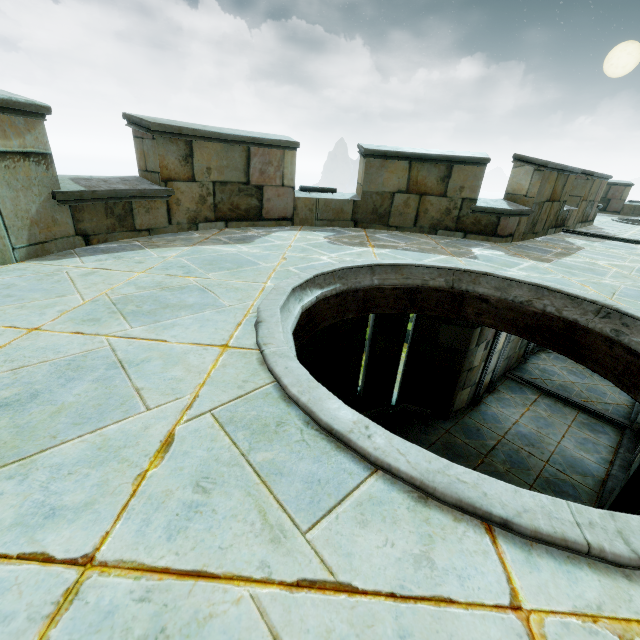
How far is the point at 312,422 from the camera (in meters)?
1.49
